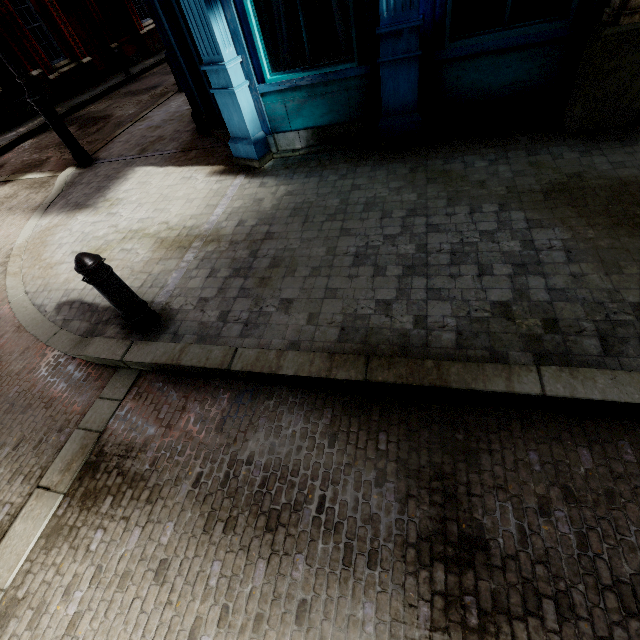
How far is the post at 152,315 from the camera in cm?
282

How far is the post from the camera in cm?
282

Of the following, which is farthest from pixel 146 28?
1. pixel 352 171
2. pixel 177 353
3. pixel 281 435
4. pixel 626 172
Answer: pixel 281 435
